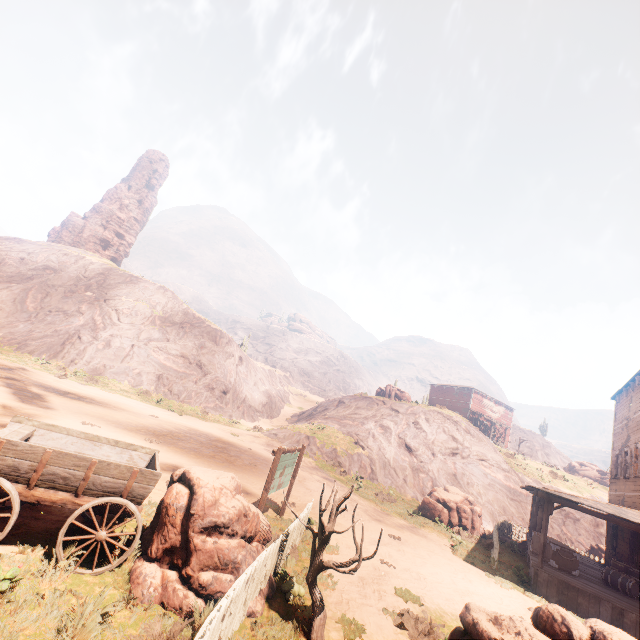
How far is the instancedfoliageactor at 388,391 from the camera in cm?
3912

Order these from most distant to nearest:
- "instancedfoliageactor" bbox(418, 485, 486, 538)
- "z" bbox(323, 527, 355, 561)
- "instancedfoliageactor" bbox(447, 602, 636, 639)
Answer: "instancedfoliageactor" bbox(418, 485, 486, 538) < "z" bbox(323, 527, 355, 561) < "instancedfoliageactor" bbox(447, 602, 636, 639)

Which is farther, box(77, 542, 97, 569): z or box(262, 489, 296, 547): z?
box(262, 489, 296, 547): z

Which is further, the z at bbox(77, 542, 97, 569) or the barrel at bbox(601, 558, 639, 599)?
the barrel at bbox(601, 558, 639, 599)

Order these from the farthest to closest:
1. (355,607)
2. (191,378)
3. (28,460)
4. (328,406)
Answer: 1. (328,406)
2. (191,378)
3. (355,607)
4. (28,460)

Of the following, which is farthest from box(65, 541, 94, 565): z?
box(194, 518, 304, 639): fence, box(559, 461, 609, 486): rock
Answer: box(559, 461, 609, 486): rock

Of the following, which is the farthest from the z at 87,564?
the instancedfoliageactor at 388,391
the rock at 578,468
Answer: the rock at 578,468

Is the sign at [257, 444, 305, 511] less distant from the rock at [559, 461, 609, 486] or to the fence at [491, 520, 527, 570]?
the fence at [491, 520, 527, 570]
